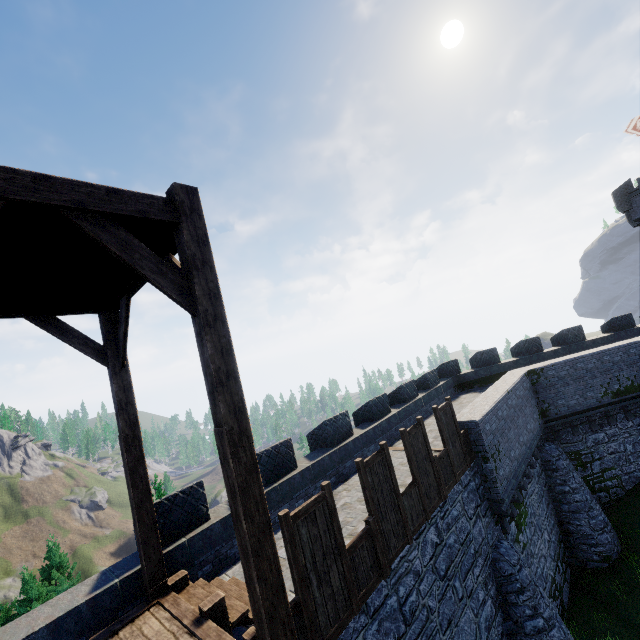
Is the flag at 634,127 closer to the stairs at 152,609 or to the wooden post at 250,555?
the stairs at 152,609

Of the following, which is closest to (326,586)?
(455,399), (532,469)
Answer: (532,469)

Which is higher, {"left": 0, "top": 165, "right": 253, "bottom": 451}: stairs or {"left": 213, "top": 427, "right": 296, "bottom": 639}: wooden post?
{"left": 0, "top": 165, "right": 253, "bottom": 451}: stairs

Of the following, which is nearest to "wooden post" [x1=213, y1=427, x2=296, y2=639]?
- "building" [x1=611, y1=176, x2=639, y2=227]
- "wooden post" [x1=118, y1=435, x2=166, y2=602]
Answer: "wooden post" [x1=118, y1=435, x2=166, y2=602]

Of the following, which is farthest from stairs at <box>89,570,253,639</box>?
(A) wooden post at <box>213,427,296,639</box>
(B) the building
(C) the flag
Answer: (C) the flag

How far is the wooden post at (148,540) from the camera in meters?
5.9 m

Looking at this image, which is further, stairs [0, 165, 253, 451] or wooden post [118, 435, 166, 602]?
wooden post [118, 435, 166, 602]

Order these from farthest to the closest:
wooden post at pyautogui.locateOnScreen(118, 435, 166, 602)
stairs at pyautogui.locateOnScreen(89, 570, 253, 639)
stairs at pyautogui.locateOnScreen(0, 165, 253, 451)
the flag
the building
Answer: the building, the flag, wooden post at pyautogui.locateOnScreen(118, 435, 166, 602), stairs at pyautogui.locateOnScreen(89, 570, 253, 639), stairs at pyautogui.locateOnScreen(0, 165, 253, 451)
